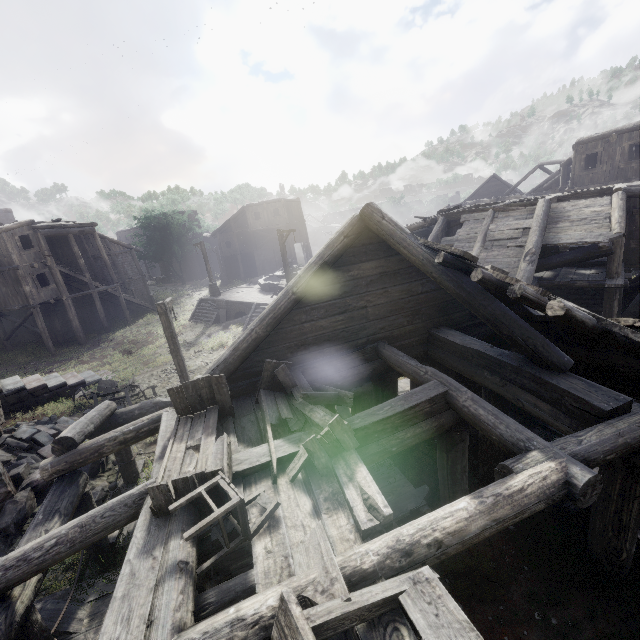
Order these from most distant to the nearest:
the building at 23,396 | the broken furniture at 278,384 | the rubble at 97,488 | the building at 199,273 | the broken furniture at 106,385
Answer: the building at 199,273 → the building at 23,396 → the broken furniture at 106,385 → the rubble at 97,488 → the broken furniture at 278,384

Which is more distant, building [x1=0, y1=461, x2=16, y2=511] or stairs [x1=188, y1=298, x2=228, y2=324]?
stairs [x1=188, y1=298, x2=228, y2=324]

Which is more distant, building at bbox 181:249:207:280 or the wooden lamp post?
building at bbox 181:249:207:280

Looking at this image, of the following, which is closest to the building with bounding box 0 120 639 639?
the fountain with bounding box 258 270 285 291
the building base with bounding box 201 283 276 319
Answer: the building base with bounding box 201 283 276 319

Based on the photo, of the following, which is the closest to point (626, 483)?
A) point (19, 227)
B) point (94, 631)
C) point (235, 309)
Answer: point (94, 631)

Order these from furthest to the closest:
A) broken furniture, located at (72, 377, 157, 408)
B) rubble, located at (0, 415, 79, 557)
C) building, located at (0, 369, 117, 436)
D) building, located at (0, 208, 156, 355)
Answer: building, located at (0, 208, 156, 355), building, located at (0, 369, 117, 436), broken furniture, located at (72, 377, 157, 408), rubble, located at (0, 415, 79, 557)

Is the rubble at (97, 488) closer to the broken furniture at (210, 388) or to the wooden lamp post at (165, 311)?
the wooden lamp post at (165, 311)

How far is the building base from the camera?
23.8 meters
